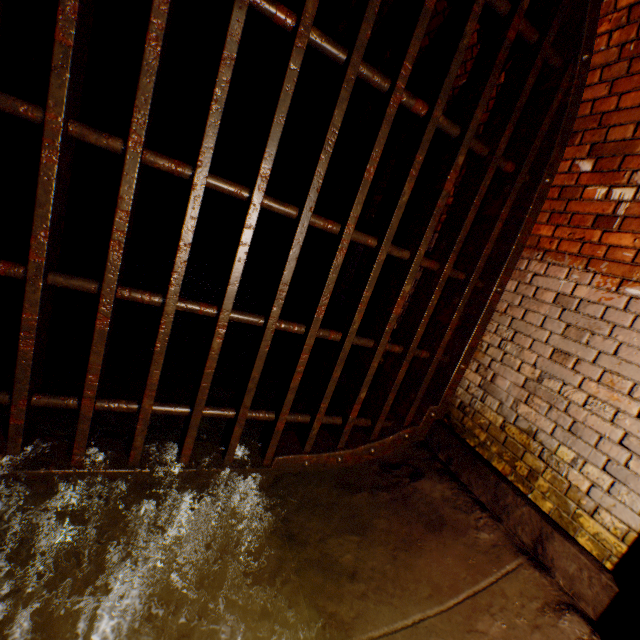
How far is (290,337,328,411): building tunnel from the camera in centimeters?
348cm

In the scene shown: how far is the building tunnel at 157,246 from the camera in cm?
648

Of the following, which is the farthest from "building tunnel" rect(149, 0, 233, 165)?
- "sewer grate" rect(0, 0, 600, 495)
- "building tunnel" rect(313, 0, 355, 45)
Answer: "sewer grate" rect(0, 0, 600, 495)

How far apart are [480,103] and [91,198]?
9.2 meters

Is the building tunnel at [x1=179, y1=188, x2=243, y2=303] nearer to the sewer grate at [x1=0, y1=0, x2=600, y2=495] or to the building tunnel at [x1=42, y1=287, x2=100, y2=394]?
the building tunnel at [x1=42, y1=287, x2=100, y2=394]

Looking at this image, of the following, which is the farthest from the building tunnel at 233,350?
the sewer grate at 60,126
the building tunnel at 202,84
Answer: the building tunnel at 202,84

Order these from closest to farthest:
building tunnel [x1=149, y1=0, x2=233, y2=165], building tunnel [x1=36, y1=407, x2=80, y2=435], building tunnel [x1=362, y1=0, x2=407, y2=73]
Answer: building tunnel [x1=36, y1=407, x2=80, y2=435] < building tunnel [x1=362, y1=0, x2=407, y2=73] < building tunnel [x1=149, y1=0, x2=233, y2=165]
